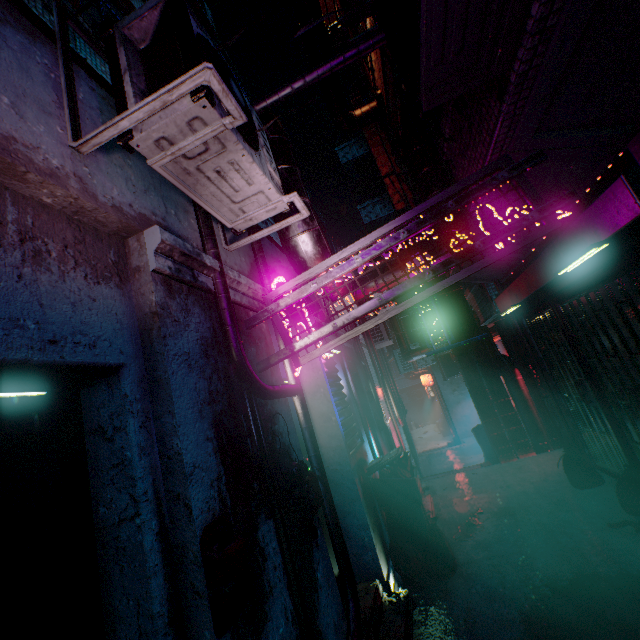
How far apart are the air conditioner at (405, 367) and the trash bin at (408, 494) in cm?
767

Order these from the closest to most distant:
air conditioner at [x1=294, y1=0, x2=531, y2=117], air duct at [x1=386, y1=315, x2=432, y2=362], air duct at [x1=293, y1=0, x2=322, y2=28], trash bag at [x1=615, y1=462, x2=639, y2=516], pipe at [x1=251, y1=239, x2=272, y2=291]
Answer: air conditioner at [x1=294, y1=0, x2=531, y2=117]
pipe at [x1=251, y1=239, x2=272, y2=291]
trash bag at [x1=615, y1=462, x2=639, y2=516]
air duct at [x1=293, y1=0, x2=322, y2=28]
air duct at [x1=386, y1=315, x2=432, y2=362]

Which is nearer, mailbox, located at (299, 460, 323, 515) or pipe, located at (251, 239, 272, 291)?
mailbox, located at (299, 460, 323, 515)

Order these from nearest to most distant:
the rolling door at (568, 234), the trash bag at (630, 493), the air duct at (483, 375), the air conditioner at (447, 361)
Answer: the rolling door at (568, 234)
the trash bag at (630, 493)
the air duct at (483, 375)
the air conditioner at (447, 361)

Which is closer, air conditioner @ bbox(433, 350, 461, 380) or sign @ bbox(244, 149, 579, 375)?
sign @ bbox(244, 149, 579, 375)

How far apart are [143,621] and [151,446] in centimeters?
57cm

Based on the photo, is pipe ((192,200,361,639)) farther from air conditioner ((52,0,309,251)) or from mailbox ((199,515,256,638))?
mailbox ((199,515,256,638))

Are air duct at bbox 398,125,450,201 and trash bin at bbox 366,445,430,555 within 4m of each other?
yes
